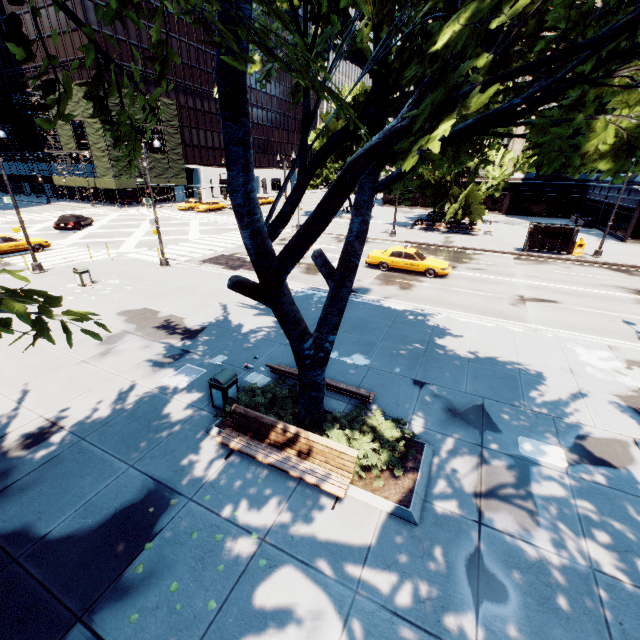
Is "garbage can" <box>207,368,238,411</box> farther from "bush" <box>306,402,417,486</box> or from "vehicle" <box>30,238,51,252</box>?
"vehicle" <box>30,238,51,252</box>

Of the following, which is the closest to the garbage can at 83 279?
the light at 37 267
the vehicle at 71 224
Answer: the light at 37 267

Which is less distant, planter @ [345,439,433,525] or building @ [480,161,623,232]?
planter @ [345,439,433,525]

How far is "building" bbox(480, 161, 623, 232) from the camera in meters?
38.6

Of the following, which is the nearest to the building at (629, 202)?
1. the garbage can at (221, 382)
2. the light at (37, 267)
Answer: the garbage can at (221, 382)

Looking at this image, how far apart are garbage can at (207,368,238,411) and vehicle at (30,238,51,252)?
23.18m

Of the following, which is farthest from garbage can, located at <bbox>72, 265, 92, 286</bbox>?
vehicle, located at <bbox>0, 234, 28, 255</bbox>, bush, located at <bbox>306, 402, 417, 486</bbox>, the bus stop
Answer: the bus stop

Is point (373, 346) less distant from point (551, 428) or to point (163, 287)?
point (551, 428)
